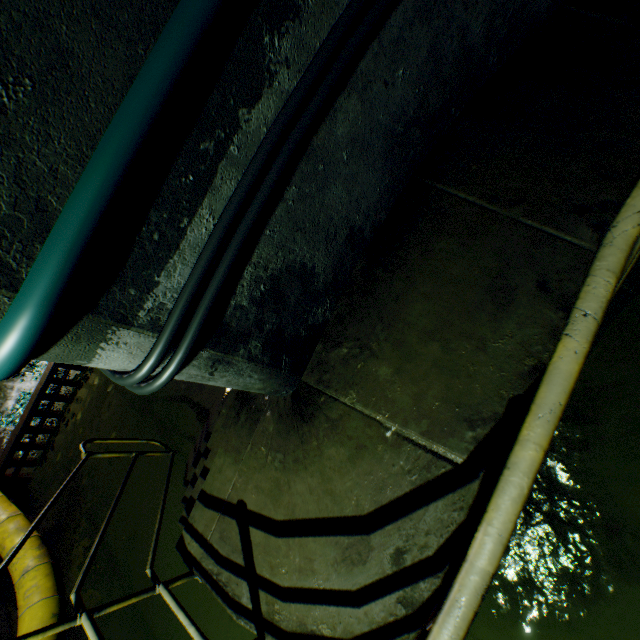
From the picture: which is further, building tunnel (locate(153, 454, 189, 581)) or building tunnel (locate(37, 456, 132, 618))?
building tunnel (locate(37, 456, 132, 618))

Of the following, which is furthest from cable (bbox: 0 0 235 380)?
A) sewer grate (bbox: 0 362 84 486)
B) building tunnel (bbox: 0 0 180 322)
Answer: sewer grate (bbox: 0 362 84 486)

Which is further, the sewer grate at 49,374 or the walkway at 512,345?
the sewer grate at 49,374

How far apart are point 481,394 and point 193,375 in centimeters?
155cm

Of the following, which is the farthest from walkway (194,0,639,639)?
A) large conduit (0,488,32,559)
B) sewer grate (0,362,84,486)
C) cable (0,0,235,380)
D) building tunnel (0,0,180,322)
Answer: sewer grate (0,362,84,486)

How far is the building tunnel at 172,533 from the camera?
3.7 meters

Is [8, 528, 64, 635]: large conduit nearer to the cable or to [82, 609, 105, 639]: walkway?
[82, 609, 105, 639]: walkway

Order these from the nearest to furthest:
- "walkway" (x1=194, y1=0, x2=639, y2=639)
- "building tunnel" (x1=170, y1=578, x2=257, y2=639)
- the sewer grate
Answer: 1. "walkway" (x1=194, y1=0, x2=639, y2=639)
2. "building tunnel" (x1=170, y1=578, x2=257, y2=639)
3. the sewer grate
